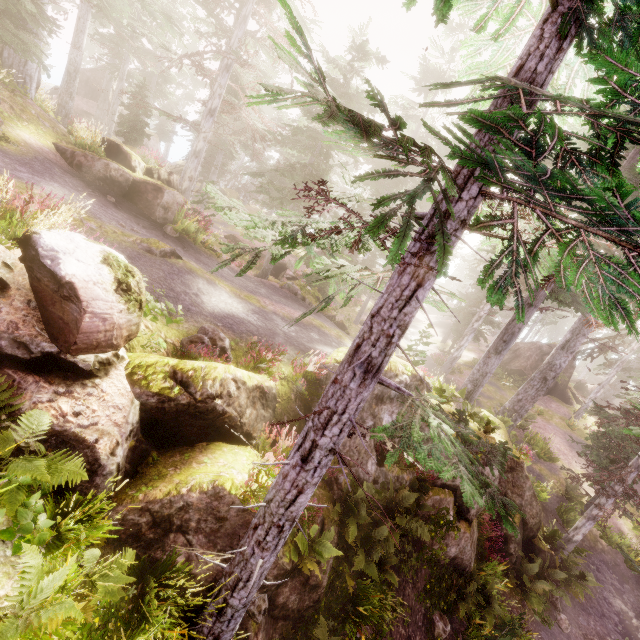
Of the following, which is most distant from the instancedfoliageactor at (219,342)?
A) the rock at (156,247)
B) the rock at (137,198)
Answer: the rock at (156,247)

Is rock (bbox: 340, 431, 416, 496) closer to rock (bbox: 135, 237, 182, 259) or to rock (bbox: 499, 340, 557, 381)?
rock (bbox: 135, 237, 182, 259)

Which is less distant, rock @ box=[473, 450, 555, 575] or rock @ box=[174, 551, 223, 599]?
rock @ box=[174, 551, 223, 599]

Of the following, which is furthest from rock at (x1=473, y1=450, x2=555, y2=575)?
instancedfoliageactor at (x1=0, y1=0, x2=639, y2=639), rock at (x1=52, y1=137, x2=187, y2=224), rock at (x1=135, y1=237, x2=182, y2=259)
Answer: rock at (x1=135, y1=237, x2=182, y2=259)

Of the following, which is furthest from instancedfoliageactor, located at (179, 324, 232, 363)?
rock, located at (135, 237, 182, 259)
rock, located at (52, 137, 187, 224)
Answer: rock, located at (135, 237, 182, 259)

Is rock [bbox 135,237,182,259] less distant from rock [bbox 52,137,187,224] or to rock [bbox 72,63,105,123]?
rock [bbox 52,137,187,224]

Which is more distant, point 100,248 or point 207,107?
point 207,107

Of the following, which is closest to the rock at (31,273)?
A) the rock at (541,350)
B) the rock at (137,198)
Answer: the rock at (137,198)
